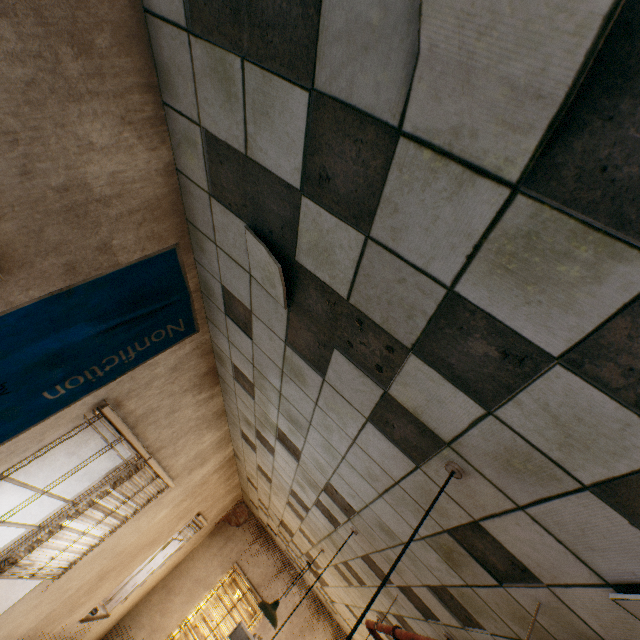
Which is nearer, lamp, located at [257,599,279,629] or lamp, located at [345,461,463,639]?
lamp, located at [345,461,463,639]

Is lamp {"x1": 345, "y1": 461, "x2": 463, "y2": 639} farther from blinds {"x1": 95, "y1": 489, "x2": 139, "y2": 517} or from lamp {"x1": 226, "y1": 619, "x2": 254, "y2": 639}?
blinds {"x1": 95, "y1": 489, "x2": 139, "y2": 517}

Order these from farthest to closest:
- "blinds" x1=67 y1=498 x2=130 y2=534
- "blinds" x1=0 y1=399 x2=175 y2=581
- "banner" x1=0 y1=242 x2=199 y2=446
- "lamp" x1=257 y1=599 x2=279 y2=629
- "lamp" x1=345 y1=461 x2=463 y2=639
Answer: "lamp" x1=257 y1=599 x2=279 y2=629, "blinds" x1=67 y1=498 x2=130 y2=534, "blinds" x1=0 y1=399 x2=175 y2=581, "banner" x1=0 y1=242 x2=199 y2=446, "lamp" x1=345 y1=461 x2=463 y2=639

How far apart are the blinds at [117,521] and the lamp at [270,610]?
2.81m

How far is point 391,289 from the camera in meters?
1.2

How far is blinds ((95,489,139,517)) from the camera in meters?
3.4 m

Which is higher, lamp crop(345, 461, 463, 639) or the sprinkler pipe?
lamp crop(345, 461, 463, 639)
